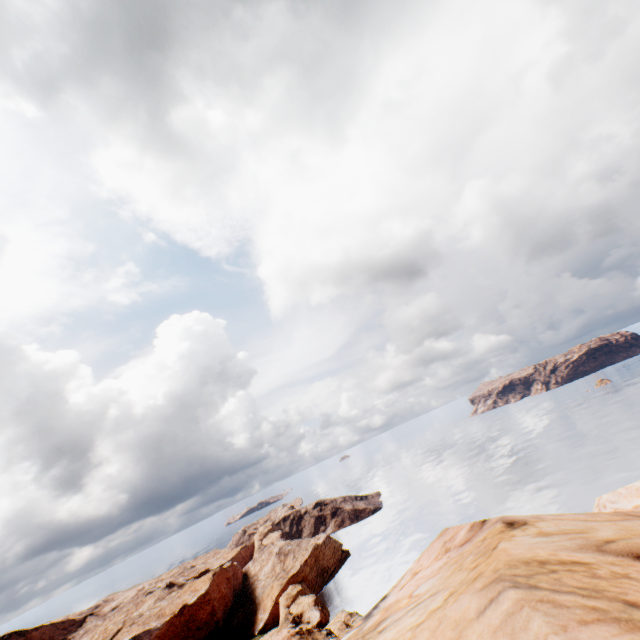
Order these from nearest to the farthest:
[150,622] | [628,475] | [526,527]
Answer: [526,527] < [628,475] < [150,622]

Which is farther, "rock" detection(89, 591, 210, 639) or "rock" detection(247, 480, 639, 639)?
"rock" detection(89, 591, 210, 639)

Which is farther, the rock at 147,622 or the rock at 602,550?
the rock at 147,622
